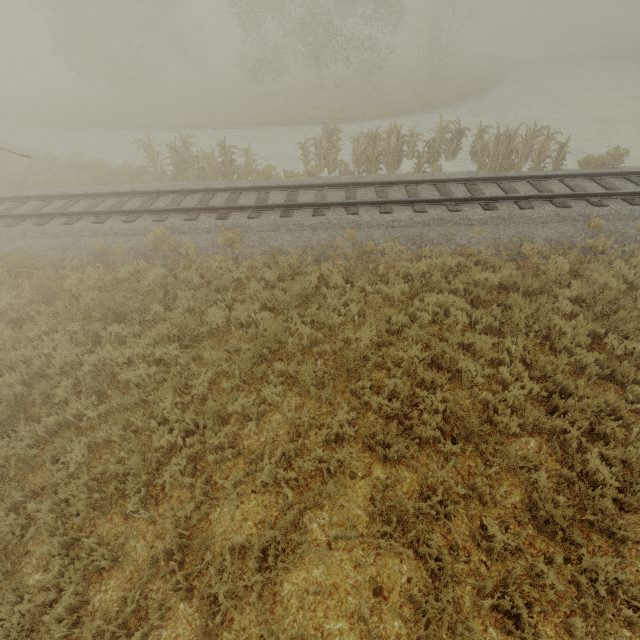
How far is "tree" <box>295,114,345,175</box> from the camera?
13.4 meters

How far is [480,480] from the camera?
4.3m

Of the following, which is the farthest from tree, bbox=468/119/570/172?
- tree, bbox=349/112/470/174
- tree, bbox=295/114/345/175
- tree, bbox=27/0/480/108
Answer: tree, bbox=27/0/480/108

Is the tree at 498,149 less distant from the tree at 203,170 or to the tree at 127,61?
the tree at 203,170

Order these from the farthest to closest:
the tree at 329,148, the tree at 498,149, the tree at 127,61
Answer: the tree at 127,61 < the tree at 329,148 < the tree at 498,149

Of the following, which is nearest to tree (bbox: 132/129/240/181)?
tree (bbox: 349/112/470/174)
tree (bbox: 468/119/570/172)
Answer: tree (bbox: 349/112/470/174)

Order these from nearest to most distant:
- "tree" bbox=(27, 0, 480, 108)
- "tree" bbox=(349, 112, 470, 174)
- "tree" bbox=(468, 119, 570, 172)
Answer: "tree" bbox=(468, 119, 570, 172) < "tree" bbox=(349, 112, 470, 174) < "tree" bbox=(27, 0, 480, 108)

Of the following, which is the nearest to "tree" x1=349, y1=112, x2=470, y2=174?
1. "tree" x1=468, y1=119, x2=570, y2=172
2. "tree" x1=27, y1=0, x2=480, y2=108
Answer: "tree" x1=468, y1=119, x2=570, y2=172
